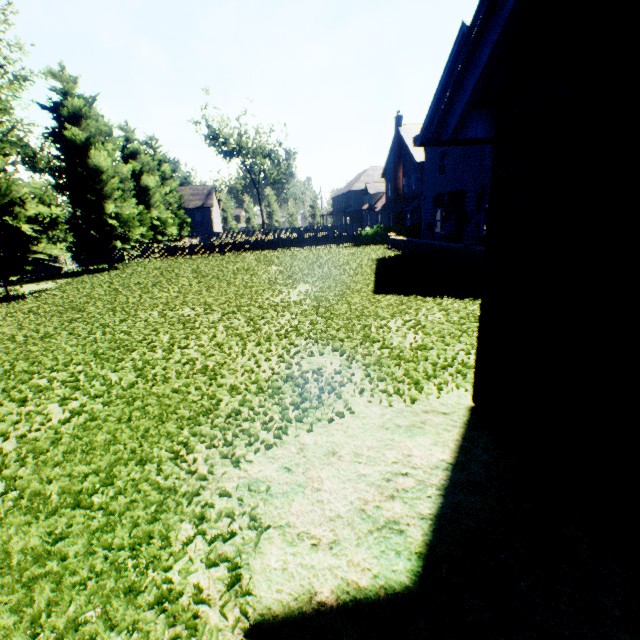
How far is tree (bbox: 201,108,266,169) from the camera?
51.7m

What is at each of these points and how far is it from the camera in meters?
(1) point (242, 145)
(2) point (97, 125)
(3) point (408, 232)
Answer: (1) tree, 57.9 m
(2) tree, 21.0 m
(3) hedge, 28.2 m

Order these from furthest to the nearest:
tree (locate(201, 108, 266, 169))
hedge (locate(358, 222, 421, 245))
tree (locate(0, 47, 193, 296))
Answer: tree (locate(201, 108, 266, 169))
hedge (locate(358, 222, 421, 245))
tree (locate(0, 47, 193, 296))

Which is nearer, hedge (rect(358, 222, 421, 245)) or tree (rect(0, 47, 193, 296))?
tree (rect(0, 47, 193, 296))

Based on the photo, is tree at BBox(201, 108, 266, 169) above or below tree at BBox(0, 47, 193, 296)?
above

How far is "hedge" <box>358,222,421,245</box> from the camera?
27.8m

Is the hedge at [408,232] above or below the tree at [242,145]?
below

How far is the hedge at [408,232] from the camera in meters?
27.8
